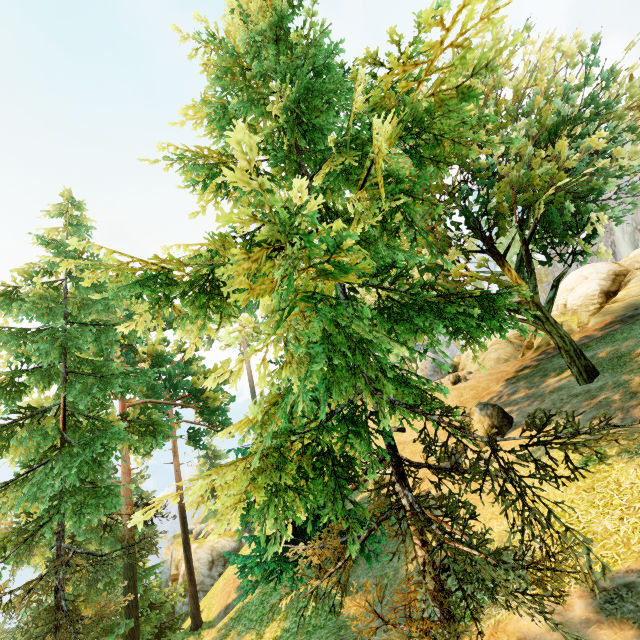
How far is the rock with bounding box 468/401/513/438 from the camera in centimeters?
1352cm

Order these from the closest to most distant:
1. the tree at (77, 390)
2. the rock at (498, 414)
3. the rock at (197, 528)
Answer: the tree at (77, 390) → the rock at (498, 414) → the rock at (197, 528)

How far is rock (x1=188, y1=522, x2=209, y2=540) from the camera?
34.88m

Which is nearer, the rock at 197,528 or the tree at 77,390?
the tree at 77,390

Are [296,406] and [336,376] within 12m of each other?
yes

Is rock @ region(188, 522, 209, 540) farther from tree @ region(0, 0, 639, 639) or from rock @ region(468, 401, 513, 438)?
rock @ region(468, 401, 513, 438)

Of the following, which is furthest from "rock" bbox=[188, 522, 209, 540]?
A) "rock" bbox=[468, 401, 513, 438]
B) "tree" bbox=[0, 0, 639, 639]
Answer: "rock" bbox=[468, 401, 513, 438]
